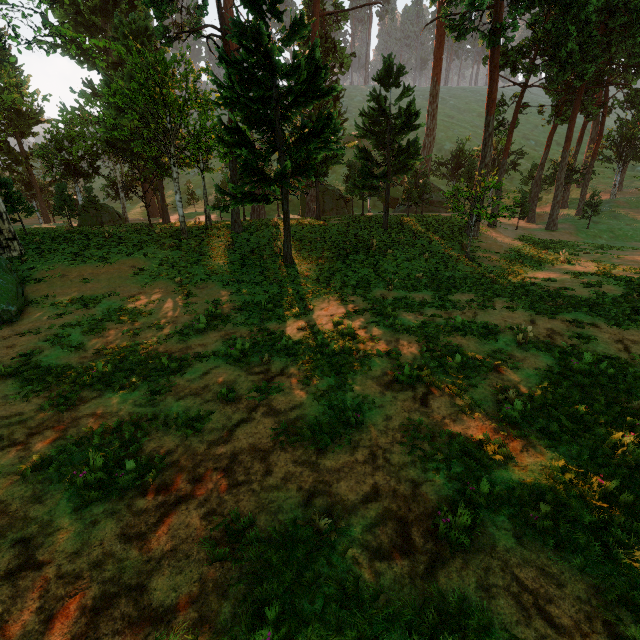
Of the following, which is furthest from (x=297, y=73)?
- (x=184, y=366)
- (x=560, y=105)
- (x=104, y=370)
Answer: (x=560, y=105)
